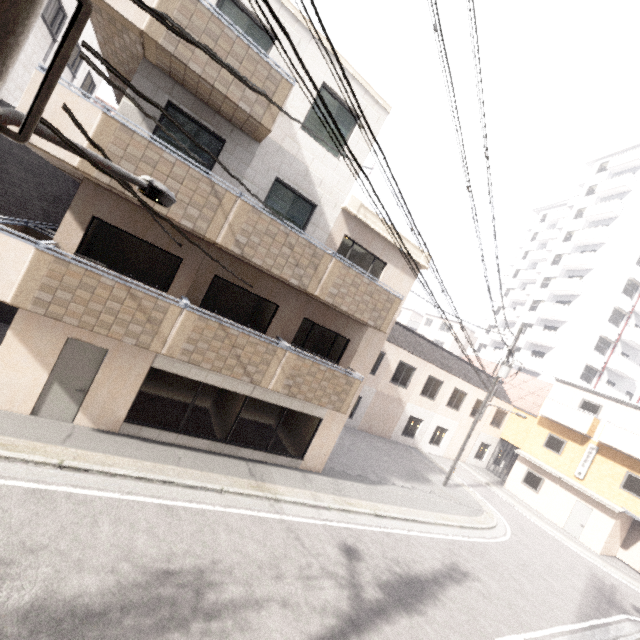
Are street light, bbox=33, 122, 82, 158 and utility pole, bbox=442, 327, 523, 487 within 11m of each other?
no

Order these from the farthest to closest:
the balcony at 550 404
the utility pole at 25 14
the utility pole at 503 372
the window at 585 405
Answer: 1. the window at 585 405
2. the balcony at 550 404
3. the utility pole at 503 372
4. the utility pole at 25 14

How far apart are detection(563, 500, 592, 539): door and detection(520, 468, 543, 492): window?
1.8 meters

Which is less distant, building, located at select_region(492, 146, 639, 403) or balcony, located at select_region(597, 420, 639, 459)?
balcony, located at select_region(597, 420, 639, 459)

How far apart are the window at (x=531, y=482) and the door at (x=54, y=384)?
27.3m

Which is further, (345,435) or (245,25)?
(345,435)

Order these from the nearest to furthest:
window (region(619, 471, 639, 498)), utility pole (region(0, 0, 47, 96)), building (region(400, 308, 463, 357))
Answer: utility pole (region(0, 0, 47, 96)) < window (region(619, 471, 639, 498)) < building (region(400, 308, 463, 357))

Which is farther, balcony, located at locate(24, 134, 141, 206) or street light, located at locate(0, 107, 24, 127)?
balcony, located at locate(24, 134, 141, 206)
